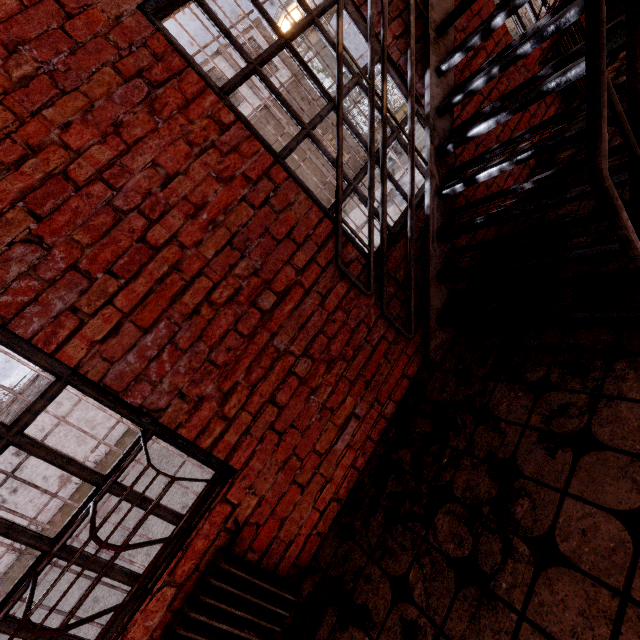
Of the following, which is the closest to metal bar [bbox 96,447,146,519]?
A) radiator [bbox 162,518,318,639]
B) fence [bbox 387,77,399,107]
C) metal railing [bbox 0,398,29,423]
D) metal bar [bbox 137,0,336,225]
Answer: radiator [bbox 162,518,318,639]

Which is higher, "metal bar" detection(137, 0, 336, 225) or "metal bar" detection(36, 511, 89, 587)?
"metal bar" detection(137, 0, 336, 225)

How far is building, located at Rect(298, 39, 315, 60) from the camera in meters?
34.5

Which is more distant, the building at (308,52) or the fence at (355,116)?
the building at (308,52)

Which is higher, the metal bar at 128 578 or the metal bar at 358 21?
the metal bar at 358 21

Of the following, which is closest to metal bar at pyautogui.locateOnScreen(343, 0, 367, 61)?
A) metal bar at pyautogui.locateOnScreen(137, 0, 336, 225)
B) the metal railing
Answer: metal bar at pyautogui.locateOnScreen(137, 0, 336, 225)

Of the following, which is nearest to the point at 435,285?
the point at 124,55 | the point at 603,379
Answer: the point at 603,379

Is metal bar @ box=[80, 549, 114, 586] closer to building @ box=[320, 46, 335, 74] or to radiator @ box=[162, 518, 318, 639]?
radiator @ box=[162, 518, 318, 639]
